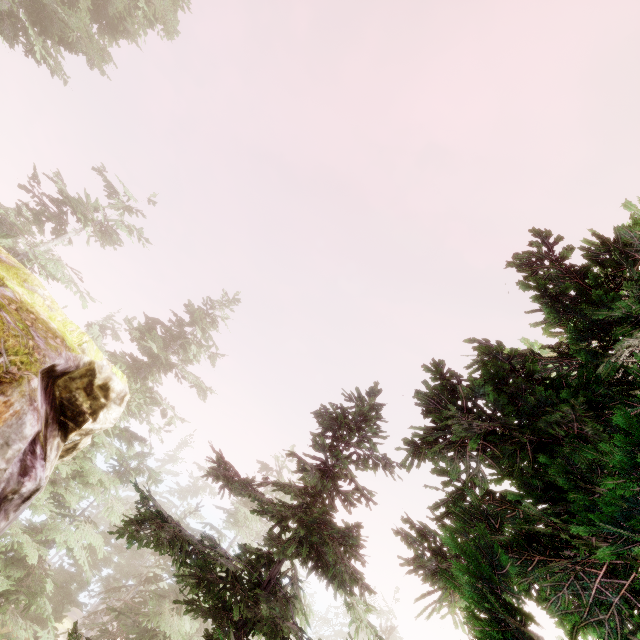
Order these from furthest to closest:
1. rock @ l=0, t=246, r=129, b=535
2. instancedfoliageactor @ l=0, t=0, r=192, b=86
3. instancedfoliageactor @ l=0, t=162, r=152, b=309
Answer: instancedfoliageactor @ l=0, t=162, r=152, b=309, instancedfoliageactor @ l=0, t=0, r=192, b=86, rock @ l=0, t=246, r=129, b=535

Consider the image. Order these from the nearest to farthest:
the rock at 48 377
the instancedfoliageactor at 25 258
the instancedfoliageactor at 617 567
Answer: the instancedfoliageactor at 617 567 < the rock at 48 377 < the instancedfoliageactor at 25 258

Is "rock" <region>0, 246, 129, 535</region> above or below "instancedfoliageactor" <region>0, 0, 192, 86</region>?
below

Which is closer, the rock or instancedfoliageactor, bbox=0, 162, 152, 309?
the rock

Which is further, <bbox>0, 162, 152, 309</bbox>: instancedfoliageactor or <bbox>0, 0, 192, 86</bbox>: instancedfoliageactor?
<bbox>0, 162, 152, 309</bbox>: instancedfoliageactor

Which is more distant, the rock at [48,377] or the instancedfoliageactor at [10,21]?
the instancedfoliageactor at [10,21]

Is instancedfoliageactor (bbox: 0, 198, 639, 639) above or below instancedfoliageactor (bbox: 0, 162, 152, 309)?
below

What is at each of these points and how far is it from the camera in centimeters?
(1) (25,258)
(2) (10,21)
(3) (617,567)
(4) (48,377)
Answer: (1) instancedfoliageactor, 2062cm
(2) instancedfoliageactor, 1762cm
(3) instancedfoliageactor, 246cm
(4) rock, 644cm
